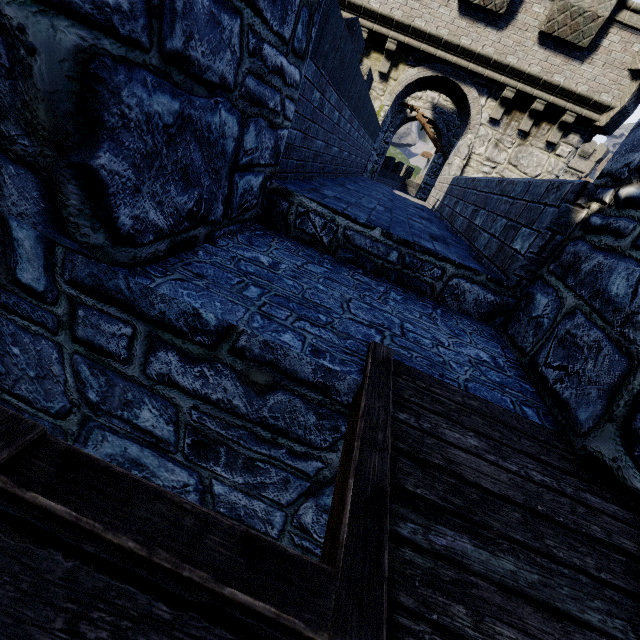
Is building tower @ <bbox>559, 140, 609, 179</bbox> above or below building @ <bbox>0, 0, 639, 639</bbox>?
above

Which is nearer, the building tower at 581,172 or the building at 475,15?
the building at 475,15

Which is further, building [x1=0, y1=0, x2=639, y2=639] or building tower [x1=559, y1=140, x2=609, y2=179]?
building tower [x1=559, y1=140, x2=609, y2=179]

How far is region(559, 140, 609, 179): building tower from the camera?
43.2 meters

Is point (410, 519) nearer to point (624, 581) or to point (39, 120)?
point (624, 581)

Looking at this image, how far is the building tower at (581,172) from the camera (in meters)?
43.25
